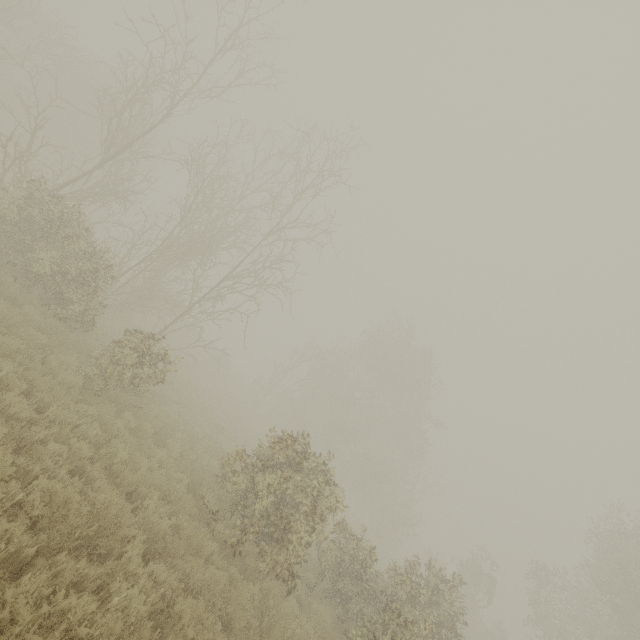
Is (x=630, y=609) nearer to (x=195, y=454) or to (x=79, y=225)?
(x=195, y=454)
